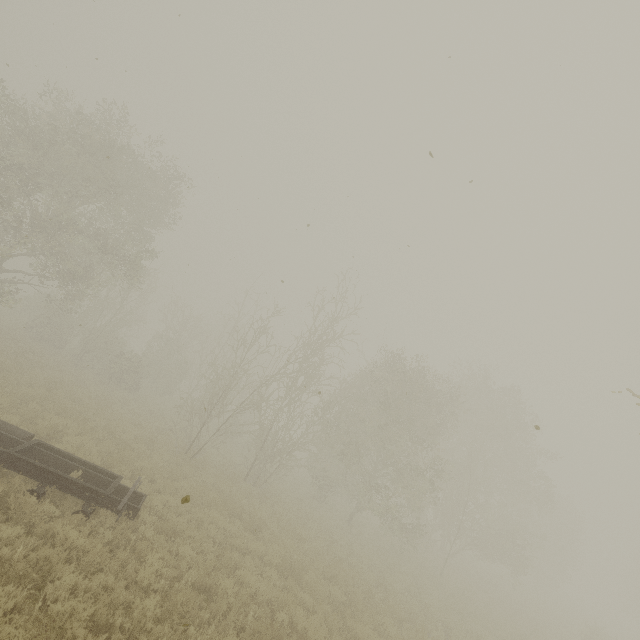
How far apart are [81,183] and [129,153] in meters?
3.1
